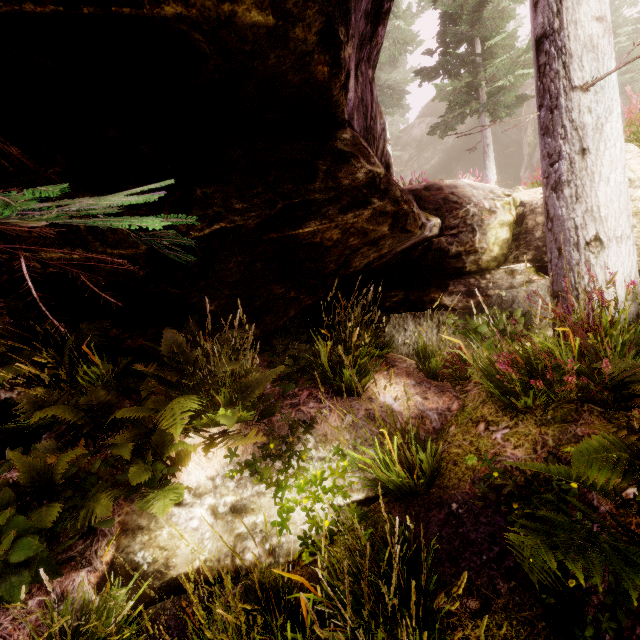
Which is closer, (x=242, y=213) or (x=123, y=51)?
(x=123, y=51)

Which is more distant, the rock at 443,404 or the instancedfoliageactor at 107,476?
the rock at 443,404

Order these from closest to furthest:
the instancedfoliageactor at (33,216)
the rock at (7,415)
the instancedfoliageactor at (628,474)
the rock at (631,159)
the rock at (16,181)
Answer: the instancedfoliageactor at (33,216) < the instancedfoliageactor at (628,474) < the rock at (16,181) < the rock at (7,415) < the rock at (631,159)

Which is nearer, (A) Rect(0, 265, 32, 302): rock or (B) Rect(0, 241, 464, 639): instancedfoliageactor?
(B) Rect(0, 241, 464, 639): instancedfoliageactor

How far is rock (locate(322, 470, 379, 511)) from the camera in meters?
3.6 m

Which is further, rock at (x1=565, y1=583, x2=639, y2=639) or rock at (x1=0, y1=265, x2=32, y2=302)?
rock at (x1=0, y1=265, x2=32, y2=302)

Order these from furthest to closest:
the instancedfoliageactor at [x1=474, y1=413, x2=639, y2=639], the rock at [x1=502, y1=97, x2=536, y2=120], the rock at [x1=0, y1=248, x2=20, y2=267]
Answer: the rock at [x1=502, y1=97, x2=536, y2=120]
the rock at [x1=0, y1=248, x2=20, y2=267]
the instancedfoliageactor at [x1=474, y1=413, x2=639, y2=639]
